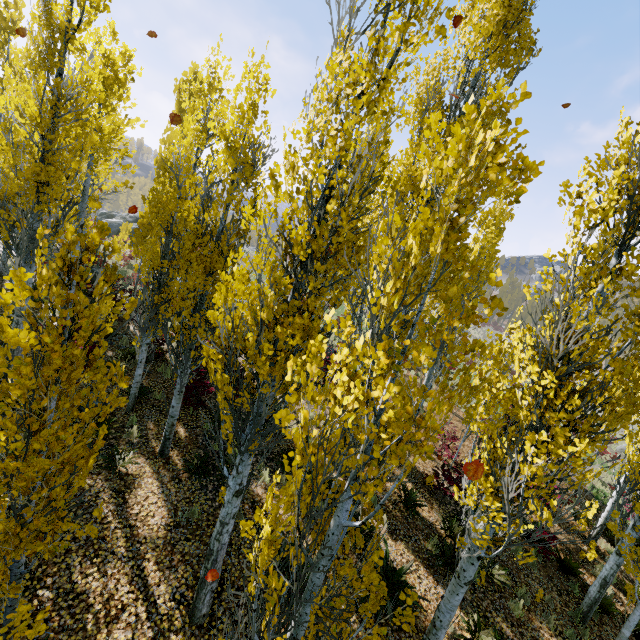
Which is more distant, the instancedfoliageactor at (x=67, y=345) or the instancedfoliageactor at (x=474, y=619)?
the instancedfoliageactor at (x=474, y=619)

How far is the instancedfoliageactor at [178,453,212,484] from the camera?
7.61m

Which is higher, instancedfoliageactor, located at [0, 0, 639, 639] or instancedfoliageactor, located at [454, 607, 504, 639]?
instancedfoliageactor, located at [0, 0, 639, 639]

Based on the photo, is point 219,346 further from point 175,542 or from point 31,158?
point 31,158
